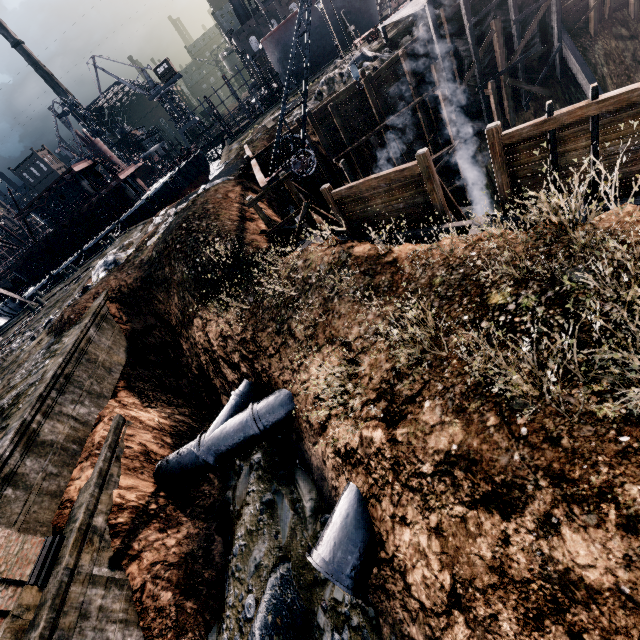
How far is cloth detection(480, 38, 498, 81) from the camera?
23.0 meters

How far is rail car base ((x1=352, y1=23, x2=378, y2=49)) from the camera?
31.7m

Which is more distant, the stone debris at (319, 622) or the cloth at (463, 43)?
the cloth at (463, 43)

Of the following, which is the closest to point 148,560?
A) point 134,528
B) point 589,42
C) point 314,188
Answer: point 134,528

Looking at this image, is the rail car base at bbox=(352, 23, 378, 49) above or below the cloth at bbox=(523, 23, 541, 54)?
above

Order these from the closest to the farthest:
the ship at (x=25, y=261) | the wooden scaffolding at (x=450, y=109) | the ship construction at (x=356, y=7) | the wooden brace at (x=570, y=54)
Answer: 1. the wooden scaffolding at (x=450, y=109)
2. the wooden brace at (x=570, y=54)
3. the ship at (x=25, y=261)
4. the ship construction at (x=356, y=7)

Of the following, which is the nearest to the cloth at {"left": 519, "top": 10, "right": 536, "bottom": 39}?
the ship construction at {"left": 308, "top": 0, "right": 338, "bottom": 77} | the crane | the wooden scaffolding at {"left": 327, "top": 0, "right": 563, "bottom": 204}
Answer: the wooden scaffolding at {"left": 327, "top": 0, "right": 563, "bottom": 204}

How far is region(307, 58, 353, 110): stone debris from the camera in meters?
26.2 m
